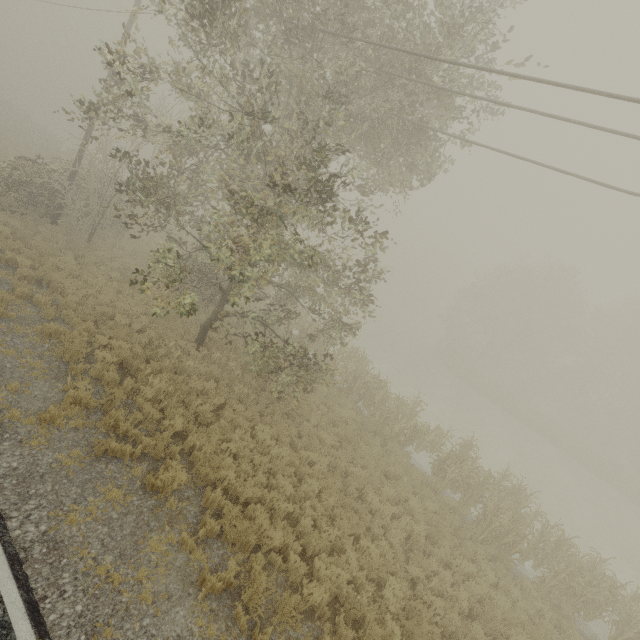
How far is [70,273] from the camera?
12.8m
